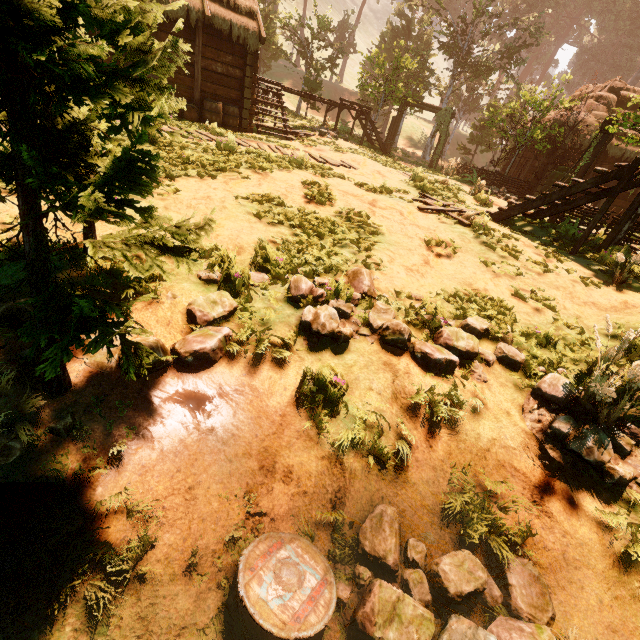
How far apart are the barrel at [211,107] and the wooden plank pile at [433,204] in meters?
8.3

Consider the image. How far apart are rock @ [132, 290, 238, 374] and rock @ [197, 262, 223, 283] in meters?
0.2

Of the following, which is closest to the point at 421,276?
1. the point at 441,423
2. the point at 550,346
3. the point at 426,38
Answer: the point at 550,346

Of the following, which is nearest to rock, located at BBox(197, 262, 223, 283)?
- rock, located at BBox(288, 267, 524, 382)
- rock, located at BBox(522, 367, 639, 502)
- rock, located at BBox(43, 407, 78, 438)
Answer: rock, located at BBox(288, 267, 524, 382)

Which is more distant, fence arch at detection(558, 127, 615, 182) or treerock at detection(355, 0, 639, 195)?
treerock at detection(355, 0, 639, 195)

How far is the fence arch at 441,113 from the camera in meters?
21.3

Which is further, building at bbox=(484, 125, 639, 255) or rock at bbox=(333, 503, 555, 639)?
building at bbox=(484, 125, 639, 255)

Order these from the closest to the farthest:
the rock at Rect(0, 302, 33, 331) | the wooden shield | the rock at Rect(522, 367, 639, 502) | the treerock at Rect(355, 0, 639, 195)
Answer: the wooden shield → the rock at Rect(0, 302, 33, 331) → the rock at Rect(522, 367, 639, 502) → the treerock at Rect(355, 0, 639, 195)
